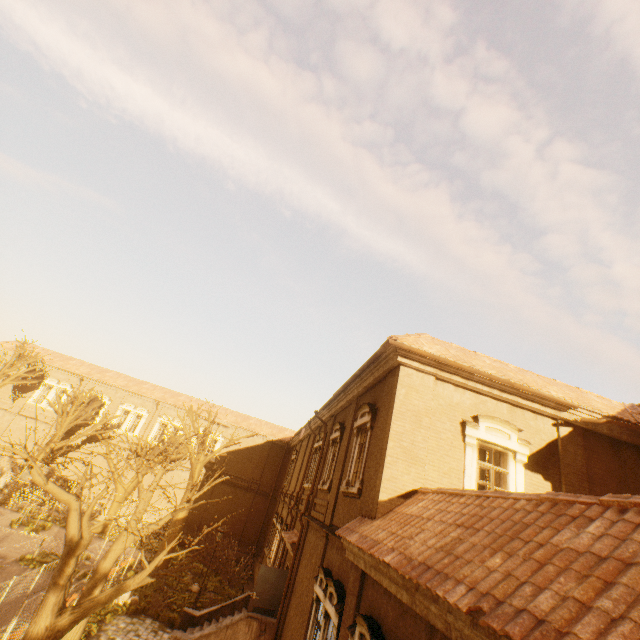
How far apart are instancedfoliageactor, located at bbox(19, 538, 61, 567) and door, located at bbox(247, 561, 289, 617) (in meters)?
10.89

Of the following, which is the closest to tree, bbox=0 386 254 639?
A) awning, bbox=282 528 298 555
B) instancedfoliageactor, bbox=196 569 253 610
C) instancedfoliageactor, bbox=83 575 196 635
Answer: instancedfoliageactor, bbox=83 575 196 635

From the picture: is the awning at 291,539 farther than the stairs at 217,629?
Yes

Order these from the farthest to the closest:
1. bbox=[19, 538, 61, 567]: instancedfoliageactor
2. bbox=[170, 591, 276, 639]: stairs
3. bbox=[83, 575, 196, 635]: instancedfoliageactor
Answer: bbox=[19, 538, 61, 567]: instancedfoliageactor < bbox=[83, 575, 196, 635]: instancedfoliageactor < bbox=[170, 591, 276, 639]: stairs

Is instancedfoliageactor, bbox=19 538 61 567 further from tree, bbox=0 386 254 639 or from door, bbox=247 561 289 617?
door, bbox=247 561 289 617

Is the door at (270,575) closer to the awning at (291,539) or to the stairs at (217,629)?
the stairs at (217,629)

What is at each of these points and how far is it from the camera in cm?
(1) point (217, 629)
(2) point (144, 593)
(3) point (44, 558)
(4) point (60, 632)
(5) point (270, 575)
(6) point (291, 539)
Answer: (1) stairs, 1287
(2) instancedfoliageactor, 1705
(3) instancedfoliageactor, 1686
(4) tree, 775
(5) door, 1438
(6) awning, 1494

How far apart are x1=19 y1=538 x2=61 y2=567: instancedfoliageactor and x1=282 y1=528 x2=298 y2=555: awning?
11.4 meters
